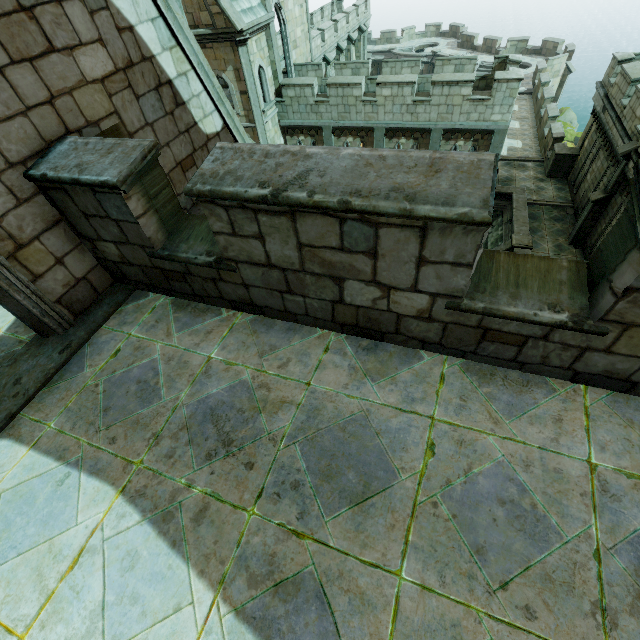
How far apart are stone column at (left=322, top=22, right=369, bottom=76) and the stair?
24.0m

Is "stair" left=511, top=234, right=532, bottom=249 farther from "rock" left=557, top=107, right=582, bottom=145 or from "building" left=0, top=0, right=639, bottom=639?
"rock" left=557, top=107, right=582, bottom=145

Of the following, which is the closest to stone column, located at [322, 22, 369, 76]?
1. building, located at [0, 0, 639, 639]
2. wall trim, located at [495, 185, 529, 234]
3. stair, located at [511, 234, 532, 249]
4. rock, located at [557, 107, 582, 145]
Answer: building, located at [0, 0, 639, 639]

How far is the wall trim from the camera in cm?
1672

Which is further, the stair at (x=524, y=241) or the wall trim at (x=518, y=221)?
the wall trim at (x=518, y=221)

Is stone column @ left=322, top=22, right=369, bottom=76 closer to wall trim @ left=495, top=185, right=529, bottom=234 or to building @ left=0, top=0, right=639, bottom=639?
building @ left=0, top=0, right=639, bottom=639

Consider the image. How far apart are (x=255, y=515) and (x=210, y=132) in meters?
6.0 m

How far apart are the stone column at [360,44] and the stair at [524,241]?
24.0 meters
